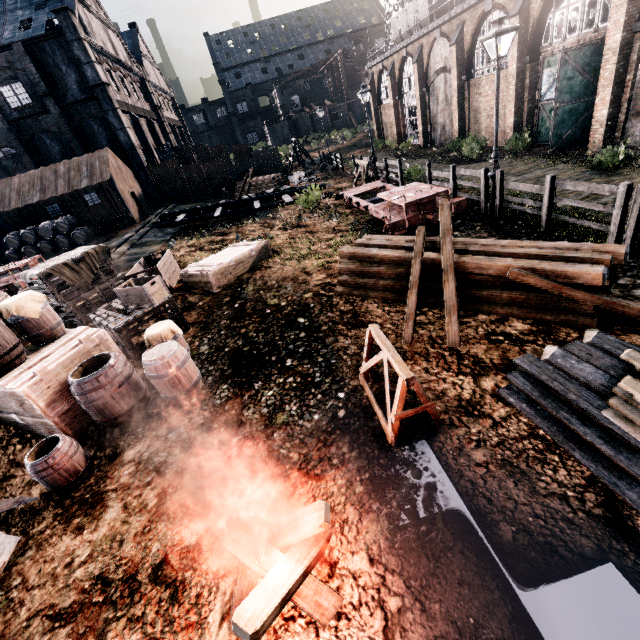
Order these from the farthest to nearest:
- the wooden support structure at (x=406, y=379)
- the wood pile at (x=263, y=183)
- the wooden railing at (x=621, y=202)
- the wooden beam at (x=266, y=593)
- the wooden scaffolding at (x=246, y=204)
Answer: the wood pile at (x=263, y=183) < the wooden scaffolding at (x=246, y=204) < the wooden railing at (x=621, y=202) < the wooden support structure at (x=406, y=379) < the wooden beam at (x=266, y=593)

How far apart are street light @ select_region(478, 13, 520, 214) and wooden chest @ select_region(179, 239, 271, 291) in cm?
861

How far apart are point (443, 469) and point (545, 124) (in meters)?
23.46

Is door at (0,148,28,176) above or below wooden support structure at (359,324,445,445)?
above

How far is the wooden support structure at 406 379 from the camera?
4.5m

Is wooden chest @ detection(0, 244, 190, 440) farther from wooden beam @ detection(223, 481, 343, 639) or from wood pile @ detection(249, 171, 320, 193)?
wood pile @ detection(249, 171, 320, 193)

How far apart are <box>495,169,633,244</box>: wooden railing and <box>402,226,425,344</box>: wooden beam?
3.3m

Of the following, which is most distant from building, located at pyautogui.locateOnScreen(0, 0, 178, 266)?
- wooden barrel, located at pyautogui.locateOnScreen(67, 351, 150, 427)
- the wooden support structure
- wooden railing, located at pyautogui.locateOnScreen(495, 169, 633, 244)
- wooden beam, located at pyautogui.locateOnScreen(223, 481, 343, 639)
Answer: wooden barrel, located at pyautogui.locateOnScreen(67, 351, 150, 427)
